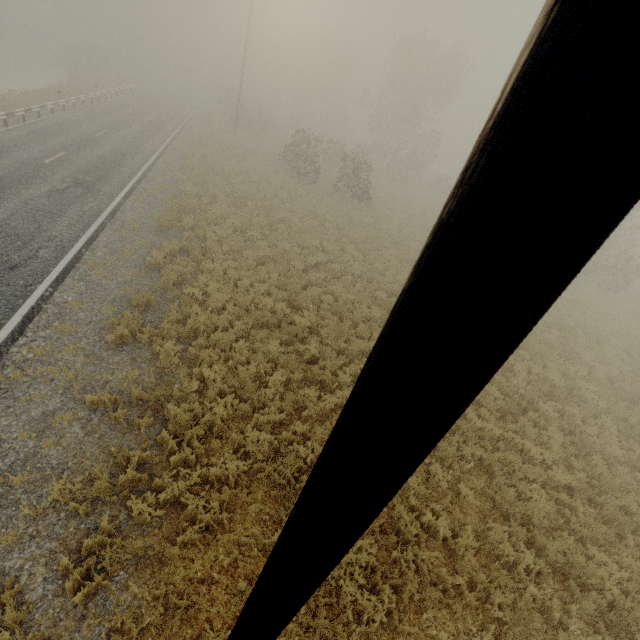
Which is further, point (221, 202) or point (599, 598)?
point (221, 202)
